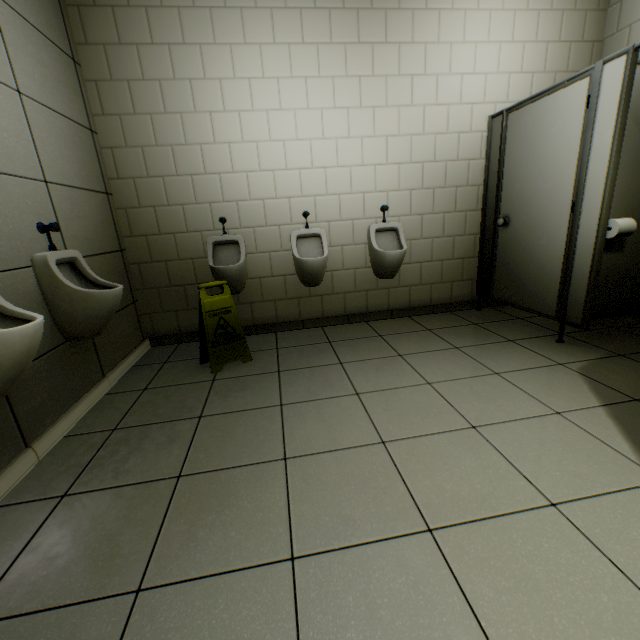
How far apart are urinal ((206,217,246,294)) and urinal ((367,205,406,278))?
1.3m

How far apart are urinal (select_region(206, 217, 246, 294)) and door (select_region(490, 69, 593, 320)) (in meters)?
2.48

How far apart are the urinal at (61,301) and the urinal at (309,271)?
1.5m

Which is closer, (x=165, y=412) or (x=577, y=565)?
(x=577, y=565)

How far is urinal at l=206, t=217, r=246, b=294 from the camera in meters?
2.9

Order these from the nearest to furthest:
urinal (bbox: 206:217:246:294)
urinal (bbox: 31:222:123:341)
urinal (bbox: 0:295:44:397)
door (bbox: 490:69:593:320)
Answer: urinal (bbox: 0:295:44:397) → urinal (bbox: 31:222:123:341) → door (bbox: 490:69:593:320) → urinal (bbox: 206:217:246:294)

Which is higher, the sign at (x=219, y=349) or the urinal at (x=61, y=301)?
the urinal at (x=61, y=301)

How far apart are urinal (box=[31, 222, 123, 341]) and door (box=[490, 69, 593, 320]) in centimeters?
327cm
